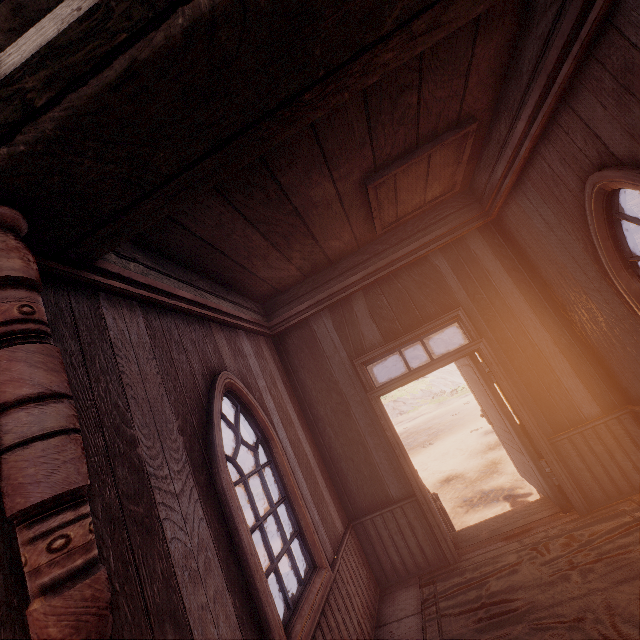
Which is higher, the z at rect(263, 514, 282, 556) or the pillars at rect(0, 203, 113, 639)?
the pillars at rect(0, 203, 113, 639)

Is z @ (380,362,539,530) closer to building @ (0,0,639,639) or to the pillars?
building @ (0,0,639,639)

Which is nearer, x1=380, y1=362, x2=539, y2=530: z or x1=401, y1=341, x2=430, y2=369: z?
x1=380, y1=362, x2=539, y2=530: z

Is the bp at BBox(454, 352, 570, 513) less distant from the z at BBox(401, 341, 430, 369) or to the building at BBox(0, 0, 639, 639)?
the building at BBox(0, 0, 639, 639)

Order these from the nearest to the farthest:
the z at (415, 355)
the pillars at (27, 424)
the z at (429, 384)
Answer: the pillars at (27, 424) < the z at (429, 384) < the z at (415, 355)

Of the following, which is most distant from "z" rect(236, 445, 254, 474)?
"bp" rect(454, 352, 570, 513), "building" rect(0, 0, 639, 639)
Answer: "bp" rect(454, 352, 570, 513)

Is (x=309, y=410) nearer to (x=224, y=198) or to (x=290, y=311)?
(x=290, y=311)

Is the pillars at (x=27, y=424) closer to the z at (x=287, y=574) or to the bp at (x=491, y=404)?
the z at (x=287, y=574)
